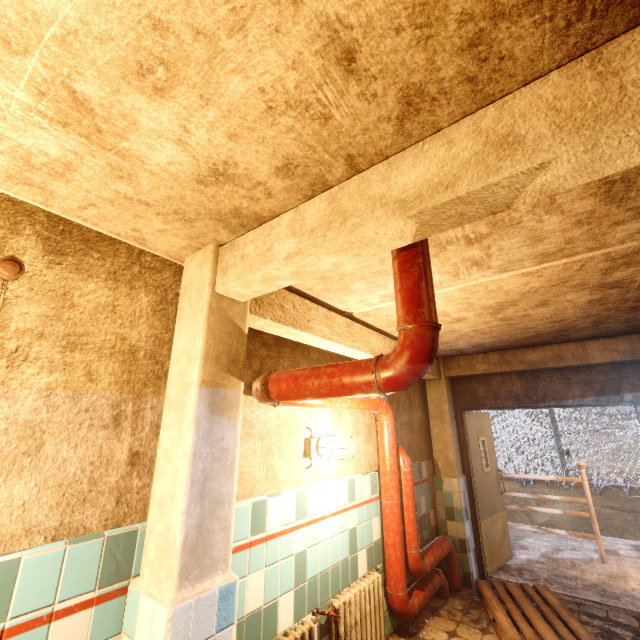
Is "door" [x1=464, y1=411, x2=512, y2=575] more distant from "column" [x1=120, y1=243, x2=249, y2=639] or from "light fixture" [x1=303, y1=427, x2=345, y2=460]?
"column" [x1=120, y1=243, x2=249, y2=639]

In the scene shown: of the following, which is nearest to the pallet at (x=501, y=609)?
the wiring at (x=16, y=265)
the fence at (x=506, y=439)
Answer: the wiring at (x=16, y=265)

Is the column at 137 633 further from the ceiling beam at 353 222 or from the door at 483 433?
the door at 483 433

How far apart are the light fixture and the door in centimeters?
306cm

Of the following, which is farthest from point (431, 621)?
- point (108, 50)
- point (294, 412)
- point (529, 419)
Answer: point (529, 419)

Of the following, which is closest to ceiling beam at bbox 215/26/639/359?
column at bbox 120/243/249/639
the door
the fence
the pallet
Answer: column at bbox 120/243/249/639

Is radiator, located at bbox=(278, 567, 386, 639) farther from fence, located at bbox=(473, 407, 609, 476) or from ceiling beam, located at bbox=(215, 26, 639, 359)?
fence, located at bbox=(473, 407, 609, 476)

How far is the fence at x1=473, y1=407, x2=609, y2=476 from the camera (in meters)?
11.12
